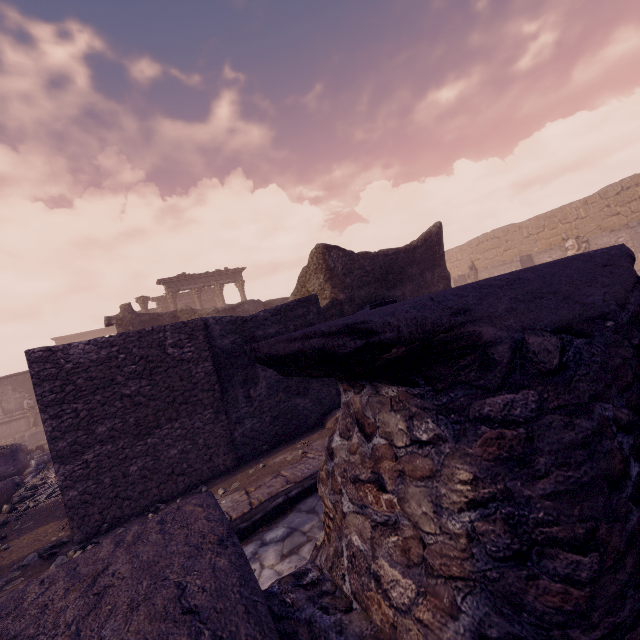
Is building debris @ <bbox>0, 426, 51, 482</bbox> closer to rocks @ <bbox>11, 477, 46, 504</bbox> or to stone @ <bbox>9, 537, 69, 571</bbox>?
rocks @ <bbox>11, 477, 46, 504</bbox>

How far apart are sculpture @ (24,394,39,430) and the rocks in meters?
11.0 m

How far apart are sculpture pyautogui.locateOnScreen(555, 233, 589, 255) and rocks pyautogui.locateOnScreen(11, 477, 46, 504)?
23.98m

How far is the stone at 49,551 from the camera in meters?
4.4 m

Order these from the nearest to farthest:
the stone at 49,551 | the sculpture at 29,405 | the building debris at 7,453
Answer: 1. the stone at 49,551
2. the building debris at 7,453
3. the sculpture at 29,405

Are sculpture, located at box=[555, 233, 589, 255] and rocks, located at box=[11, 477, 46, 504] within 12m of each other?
no

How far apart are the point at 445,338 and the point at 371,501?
0.7m

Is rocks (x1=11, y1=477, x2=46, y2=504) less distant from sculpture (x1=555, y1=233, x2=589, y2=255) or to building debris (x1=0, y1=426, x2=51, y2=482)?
building debris (x1=0, y1=426, x2=51, y2=482)
